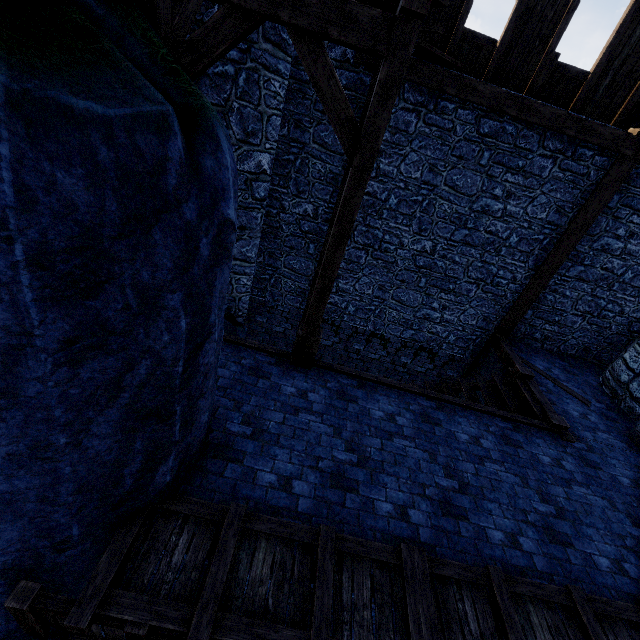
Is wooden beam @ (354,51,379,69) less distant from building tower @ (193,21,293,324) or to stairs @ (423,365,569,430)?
building tower @ (193,21,293,324)

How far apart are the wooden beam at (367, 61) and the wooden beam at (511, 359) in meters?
4.5

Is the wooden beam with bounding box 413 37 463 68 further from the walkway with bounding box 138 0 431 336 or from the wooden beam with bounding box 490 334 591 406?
the wooden beam with bounding box 490 334 591 406

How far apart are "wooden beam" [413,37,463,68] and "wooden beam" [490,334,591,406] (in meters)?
4.46

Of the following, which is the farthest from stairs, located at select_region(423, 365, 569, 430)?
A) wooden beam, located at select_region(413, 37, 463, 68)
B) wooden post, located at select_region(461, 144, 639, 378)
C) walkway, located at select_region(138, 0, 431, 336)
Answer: wooden beam, located at select_region(413, 37, 463, 68)

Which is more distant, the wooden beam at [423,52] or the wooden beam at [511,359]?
the wooden beam at [511,359]

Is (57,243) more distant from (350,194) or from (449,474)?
(449,474)
